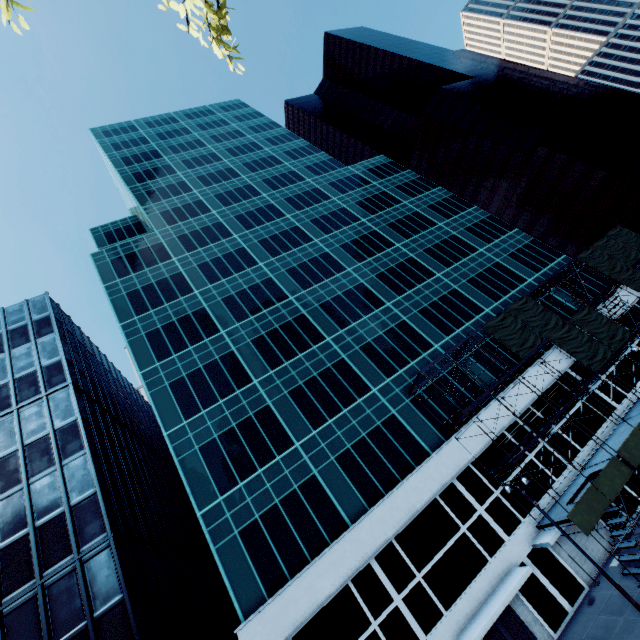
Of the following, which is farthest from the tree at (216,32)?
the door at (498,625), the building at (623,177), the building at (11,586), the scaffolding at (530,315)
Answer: the building at (623,177)

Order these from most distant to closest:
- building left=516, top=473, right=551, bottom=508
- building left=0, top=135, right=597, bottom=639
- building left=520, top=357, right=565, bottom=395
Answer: building left=520, top=357, right=565, bottom=395
building left=516, top=473, right=551, bottom=508
building left=0, top=135, right=597, bottom=639

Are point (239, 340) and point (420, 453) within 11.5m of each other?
no

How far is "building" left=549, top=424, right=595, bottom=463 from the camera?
24.7m

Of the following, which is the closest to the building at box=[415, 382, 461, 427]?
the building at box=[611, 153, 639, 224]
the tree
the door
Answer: the door

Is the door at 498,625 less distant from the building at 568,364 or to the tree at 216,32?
the building at 568,364
